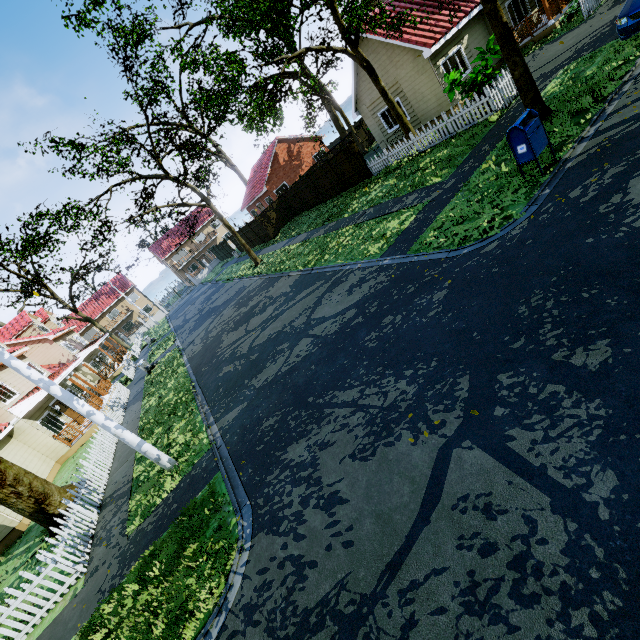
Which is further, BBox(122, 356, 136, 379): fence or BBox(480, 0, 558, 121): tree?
BBox(122, 356, 136, 379): fence

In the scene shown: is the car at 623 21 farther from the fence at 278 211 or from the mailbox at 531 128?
the fence at 278 211

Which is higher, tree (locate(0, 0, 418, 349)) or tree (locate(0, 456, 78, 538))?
tree (locate(0, 0, 418, 349))

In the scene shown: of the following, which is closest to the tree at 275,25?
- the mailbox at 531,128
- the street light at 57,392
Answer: the mailbox at 531,128

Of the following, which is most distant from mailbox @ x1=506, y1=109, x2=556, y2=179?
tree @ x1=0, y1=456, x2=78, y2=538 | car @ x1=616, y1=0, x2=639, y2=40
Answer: car @ x1=616, y1=0, x2=639, y2=40

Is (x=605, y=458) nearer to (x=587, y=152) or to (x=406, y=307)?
(x=406, y=307)

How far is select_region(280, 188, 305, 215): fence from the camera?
27.3 meters
